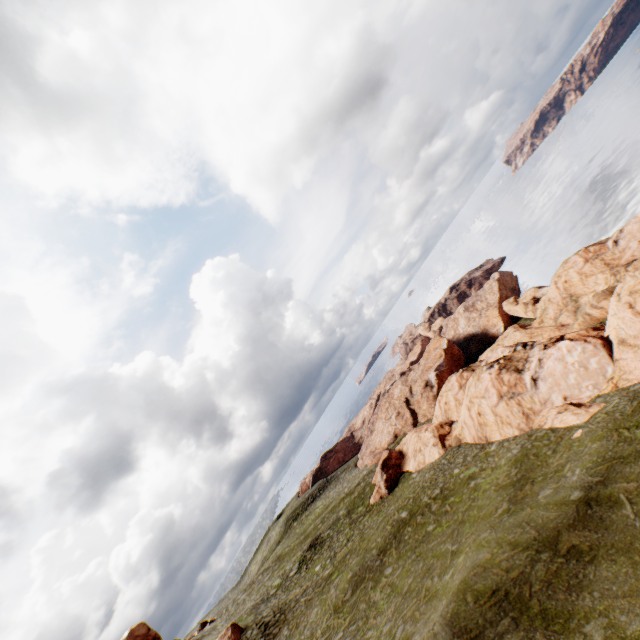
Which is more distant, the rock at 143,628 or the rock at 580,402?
the rock at 143,628

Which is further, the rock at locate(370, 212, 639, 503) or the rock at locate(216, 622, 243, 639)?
the rock at locate(216, 622, 243, 639)

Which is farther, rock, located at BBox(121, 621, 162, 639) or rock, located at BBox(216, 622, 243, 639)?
rock, located at BBox(121, 621, 162, 639)

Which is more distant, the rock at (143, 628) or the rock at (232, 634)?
the rock at (143, 628)

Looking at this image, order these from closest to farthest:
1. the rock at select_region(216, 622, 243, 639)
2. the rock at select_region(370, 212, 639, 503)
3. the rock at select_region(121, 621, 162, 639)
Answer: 1. the rock at select_region(370, 212, 639, 503)
2. the rock at select_region(216, 622, 243, 639)
3. the rock at select_region(121, 621, 162, 639)

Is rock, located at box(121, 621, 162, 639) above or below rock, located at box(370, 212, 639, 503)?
above

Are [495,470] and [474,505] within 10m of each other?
yes
